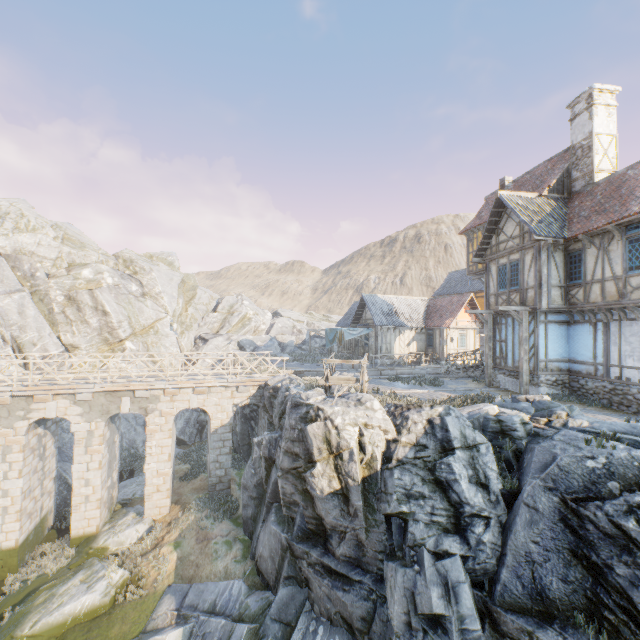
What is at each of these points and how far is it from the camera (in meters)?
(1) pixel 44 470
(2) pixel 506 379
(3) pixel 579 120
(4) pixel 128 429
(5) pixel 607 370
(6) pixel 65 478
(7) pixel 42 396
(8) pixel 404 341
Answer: (1) bridge support, 16.31
(2) stone foundation, 16.47
(3) chimney, 15.98
(4) rock, 26.39
(5) building, 12.90
(6) rock, 19.72
(7) stone blocks, 14.34
(8) building, 29.50

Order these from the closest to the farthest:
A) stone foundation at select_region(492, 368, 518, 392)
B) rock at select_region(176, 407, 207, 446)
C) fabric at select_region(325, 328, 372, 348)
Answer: stone foundation at select_region(492, 368, 518, 392) < rock at select_region(176, 407, 207, 446) < fabric at select_region(325, 328, 372, 348)

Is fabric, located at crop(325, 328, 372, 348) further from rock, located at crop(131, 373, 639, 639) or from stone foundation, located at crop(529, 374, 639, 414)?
stone foundation, located at crop(529, 374, 639, 414)

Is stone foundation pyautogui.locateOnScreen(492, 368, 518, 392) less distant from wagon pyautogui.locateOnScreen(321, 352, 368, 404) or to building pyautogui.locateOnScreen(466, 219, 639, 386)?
building pyautogui.locateOnScreen(466, 219, 639, 386)

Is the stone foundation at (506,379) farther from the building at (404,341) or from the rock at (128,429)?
the building at (404,341)

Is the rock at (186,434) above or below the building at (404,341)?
below

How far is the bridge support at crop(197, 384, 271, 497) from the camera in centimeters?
1703cm

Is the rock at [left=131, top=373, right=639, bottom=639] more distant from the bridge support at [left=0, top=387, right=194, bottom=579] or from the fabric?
the fabric
